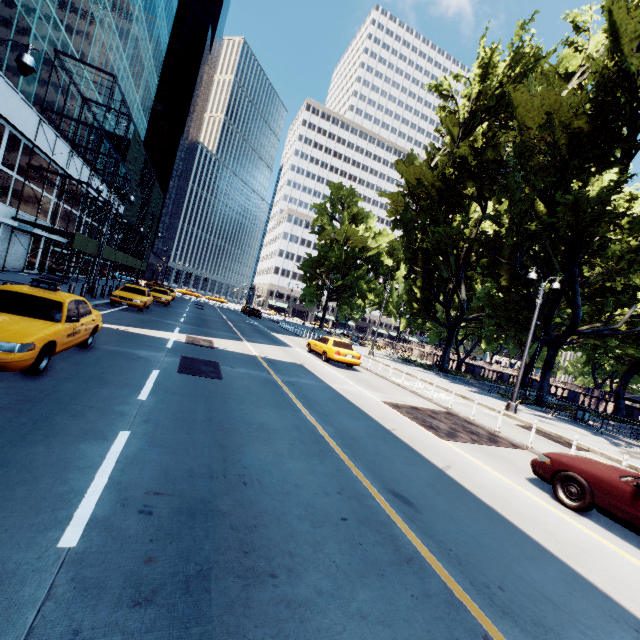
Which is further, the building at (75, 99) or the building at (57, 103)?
the building at (75, 99)

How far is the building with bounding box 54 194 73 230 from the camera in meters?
28.9

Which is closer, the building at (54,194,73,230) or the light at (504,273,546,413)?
the light at (504,273,546,413)

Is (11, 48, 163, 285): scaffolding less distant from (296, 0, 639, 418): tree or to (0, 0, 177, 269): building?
(0, 0, 177, 269): building

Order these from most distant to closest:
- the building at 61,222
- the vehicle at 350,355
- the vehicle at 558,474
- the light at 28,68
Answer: the building at 61,222 < the vehicle at 350,355 < the light at 28,68 < the vehicle at 558,474

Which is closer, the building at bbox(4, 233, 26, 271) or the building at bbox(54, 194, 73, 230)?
the building at bbox(4, 233, 26, 271)

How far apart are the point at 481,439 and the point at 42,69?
33.6 meters
